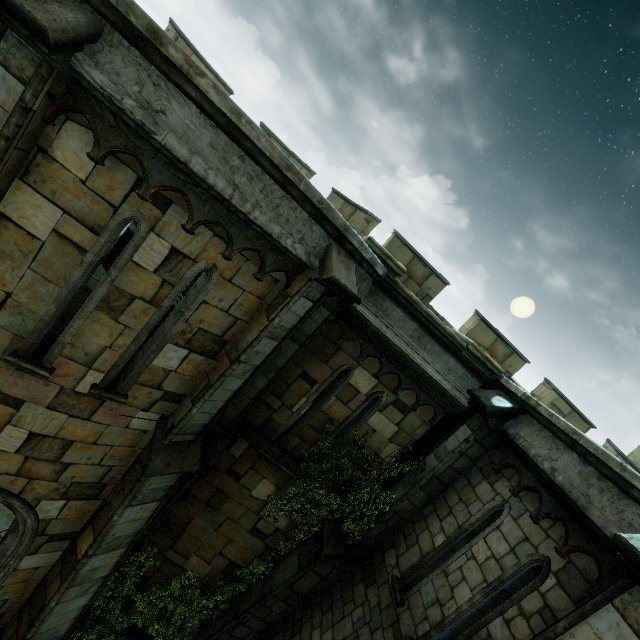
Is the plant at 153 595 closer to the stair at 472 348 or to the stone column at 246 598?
the stone column at 246 598

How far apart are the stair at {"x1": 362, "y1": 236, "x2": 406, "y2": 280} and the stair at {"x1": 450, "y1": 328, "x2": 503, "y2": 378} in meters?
2.0

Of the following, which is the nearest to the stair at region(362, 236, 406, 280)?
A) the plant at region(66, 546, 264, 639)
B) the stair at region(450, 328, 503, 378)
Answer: the stair at region(450, 328, 503, 378)

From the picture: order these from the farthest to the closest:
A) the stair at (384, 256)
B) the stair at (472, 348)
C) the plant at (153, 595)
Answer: the plant at (153, 595) → the stair at (472, 348) → the stair at (384, 256)

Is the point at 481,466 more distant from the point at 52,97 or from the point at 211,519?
the point at 52,97

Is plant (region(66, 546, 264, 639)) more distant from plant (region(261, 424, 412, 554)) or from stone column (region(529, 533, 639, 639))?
stone column (region(529, 533, 639, 639))

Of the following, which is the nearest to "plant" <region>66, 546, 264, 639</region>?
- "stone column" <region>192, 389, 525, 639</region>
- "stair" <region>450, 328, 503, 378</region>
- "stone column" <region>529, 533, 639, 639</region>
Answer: "stone column" <region>192, 389, 525, 639</region>

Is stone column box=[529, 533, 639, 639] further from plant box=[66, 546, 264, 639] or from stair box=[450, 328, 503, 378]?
stair box=[450, 328, 503, 378]
